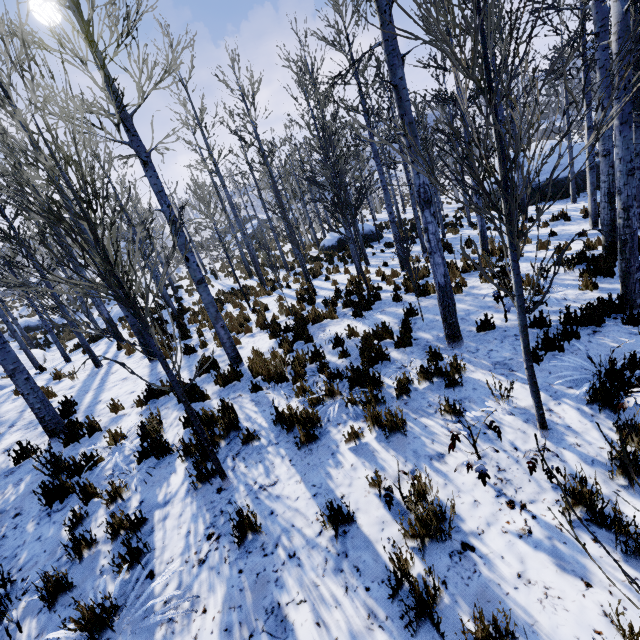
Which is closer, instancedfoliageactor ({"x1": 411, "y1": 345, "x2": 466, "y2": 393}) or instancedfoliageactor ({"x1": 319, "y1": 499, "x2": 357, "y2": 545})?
instancedfoliageactor ({"x1": 319, "y1": 499, "x2": 357, "y2": 545})

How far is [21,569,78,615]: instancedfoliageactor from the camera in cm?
303

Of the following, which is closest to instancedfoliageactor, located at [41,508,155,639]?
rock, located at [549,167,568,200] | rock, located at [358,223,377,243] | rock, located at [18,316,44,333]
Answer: rock, located at [18,316,44,333]

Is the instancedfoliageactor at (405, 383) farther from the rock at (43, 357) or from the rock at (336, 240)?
the rock at (336, 240)

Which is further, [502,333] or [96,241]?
[502,333]

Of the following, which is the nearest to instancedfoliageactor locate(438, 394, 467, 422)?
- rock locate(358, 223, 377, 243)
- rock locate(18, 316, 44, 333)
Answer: rock locate(18, 316, 44, 333)

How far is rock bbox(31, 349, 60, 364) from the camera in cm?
1734

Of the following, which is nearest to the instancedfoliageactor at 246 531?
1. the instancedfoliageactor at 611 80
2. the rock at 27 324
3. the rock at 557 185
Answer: the instancedfoliageactor at 611 80
